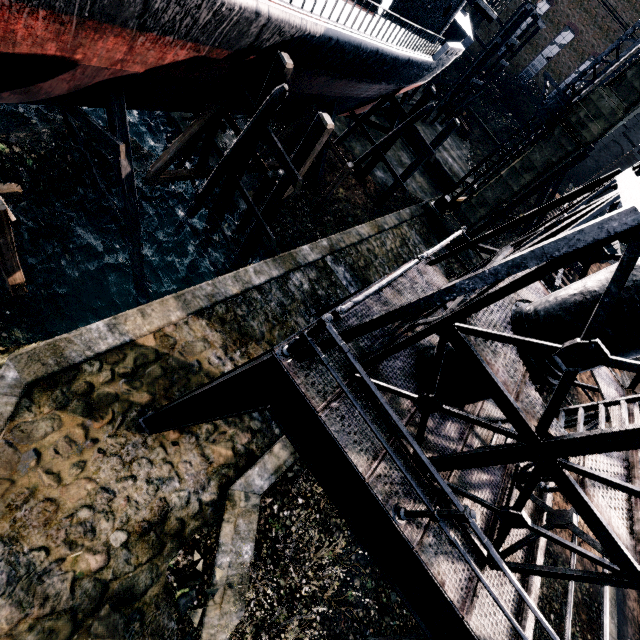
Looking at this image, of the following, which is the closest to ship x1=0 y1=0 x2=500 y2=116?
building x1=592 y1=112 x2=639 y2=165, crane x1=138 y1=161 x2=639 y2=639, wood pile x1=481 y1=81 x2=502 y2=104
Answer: crane x1=138 y1=161 x2=639 y2=639

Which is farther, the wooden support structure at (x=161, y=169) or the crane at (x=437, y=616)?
the wooden support structure at (x=161, y=169)

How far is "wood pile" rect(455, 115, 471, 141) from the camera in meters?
40.7

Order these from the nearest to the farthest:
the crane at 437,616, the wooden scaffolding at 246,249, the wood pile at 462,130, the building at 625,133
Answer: the crane at 437,616 < the wooden scaffolding at 246,249 < the wood pile at 462,130 < the building at 625,133

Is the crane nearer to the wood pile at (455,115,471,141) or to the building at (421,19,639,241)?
the building at (421,19,639,241)

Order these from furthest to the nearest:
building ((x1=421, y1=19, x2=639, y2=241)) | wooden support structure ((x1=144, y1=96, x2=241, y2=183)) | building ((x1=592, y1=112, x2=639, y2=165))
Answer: building ((x1=592, y1=112, x2=639, y2=165))
building ((x1=421, y1=19, x2=639, y2=241))
wooden support structure ((x1=144, y1=96, x2=241, y2=183))

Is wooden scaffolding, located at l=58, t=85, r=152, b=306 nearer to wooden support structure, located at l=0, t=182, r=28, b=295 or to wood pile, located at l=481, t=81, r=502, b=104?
wooden support structure, located at l=0, t=182, r=28, b=295

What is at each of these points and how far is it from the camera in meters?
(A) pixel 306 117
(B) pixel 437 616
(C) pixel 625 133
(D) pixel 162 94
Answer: (A) wooden support structure, 18.0 m
(B) crane, 5.0 m
(C) building, 56.8 m
(D) ship, 12.3 m
